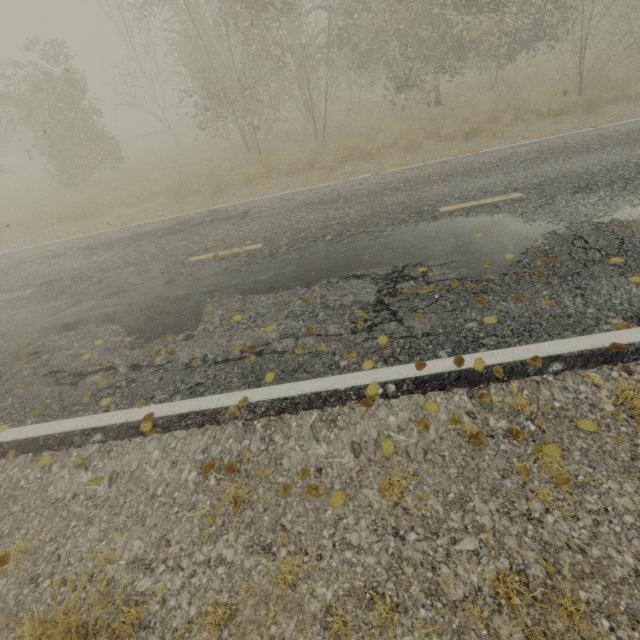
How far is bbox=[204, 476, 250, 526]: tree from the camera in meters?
2.7 m

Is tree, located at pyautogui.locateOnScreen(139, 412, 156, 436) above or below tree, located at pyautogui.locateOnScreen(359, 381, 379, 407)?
below

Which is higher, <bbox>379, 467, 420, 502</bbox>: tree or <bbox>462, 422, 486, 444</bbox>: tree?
<bbox>462, 422, 486, 444</bbox>: tree

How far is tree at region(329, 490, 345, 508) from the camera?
2.7m

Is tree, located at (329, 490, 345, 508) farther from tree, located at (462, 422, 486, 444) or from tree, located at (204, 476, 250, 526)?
tree, located at (204, 476, 250, 526)

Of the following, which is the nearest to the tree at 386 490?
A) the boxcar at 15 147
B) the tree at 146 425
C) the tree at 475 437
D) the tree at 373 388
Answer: the tree at 146 425

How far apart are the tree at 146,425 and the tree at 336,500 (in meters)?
1.81

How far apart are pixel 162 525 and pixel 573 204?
7.1 meters
